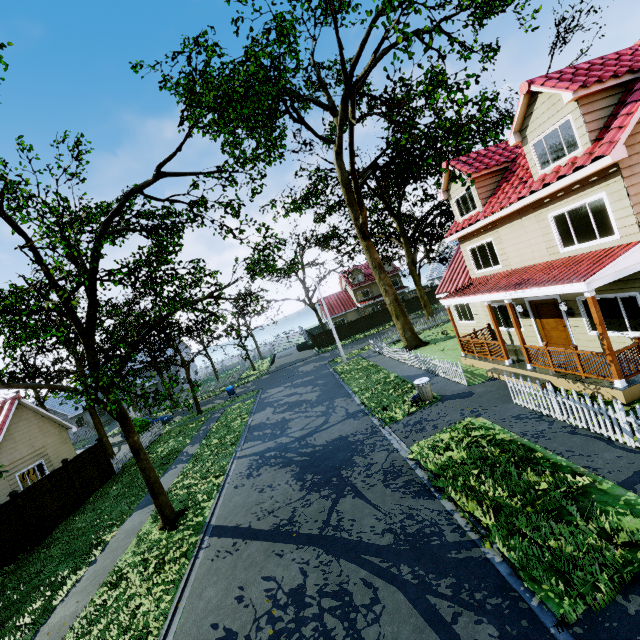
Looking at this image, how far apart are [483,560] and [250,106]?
12.22m

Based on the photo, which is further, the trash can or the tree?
the trash can

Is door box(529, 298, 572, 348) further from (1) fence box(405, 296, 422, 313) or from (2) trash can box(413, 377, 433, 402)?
(2) trash can box(413, 377, 433, 402)

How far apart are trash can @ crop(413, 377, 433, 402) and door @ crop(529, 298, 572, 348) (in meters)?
4.93

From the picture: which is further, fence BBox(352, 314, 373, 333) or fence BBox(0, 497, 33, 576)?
fence BBox(352, 314, 373, 333)

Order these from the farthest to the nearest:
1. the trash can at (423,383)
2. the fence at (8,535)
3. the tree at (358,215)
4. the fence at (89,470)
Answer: the fence at (89,470)
the trash can at (423,383)
the fence at (8,535)
the tree at (358,215)

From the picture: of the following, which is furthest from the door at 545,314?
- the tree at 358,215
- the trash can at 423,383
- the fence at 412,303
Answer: the tree at 358,215

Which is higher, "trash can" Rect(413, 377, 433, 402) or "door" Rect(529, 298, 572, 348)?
"door" Rect(529, 298, 572, 348)
